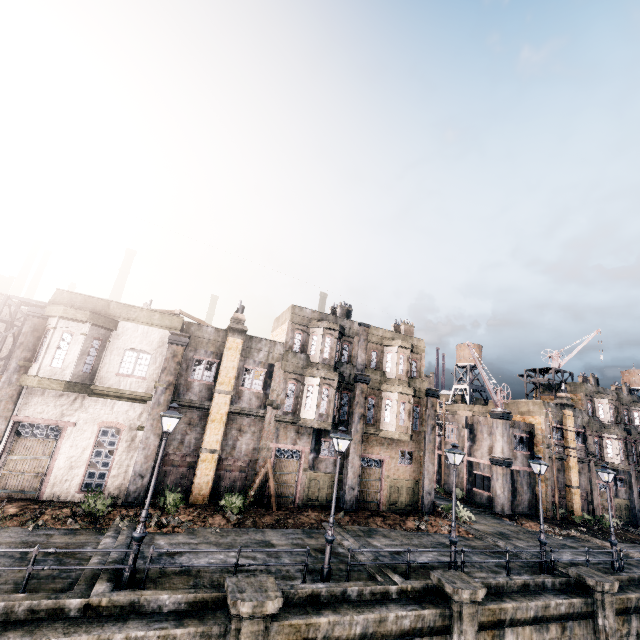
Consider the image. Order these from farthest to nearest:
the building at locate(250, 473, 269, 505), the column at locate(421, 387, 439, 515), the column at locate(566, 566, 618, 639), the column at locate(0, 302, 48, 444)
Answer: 1. the column at locate(421, 387, 439, 515)
2. the building at locate(250, 473, 269, 505)
3. the column at locate(0, 302, 48, 444)
4. the column at locate(566, 566, 618, 639)

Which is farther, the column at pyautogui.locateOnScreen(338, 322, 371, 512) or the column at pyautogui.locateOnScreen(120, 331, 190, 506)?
the column at pyautogui.locateOnScreen(338, 322, 371, 512)

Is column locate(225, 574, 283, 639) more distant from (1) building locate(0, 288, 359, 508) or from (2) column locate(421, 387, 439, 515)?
(2) column locate(421, 387, 439, 515)

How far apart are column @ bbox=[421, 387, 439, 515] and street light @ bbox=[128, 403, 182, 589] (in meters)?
20.48

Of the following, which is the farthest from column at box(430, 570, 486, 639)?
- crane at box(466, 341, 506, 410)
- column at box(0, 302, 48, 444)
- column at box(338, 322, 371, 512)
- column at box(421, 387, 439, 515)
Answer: column at box(0, 302, 48, 444)

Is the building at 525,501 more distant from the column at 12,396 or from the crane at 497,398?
the column at 12,396

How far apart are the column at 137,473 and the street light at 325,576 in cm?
1040

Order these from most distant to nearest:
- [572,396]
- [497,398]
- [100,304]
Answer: [572,396] → [497,398] → [100,304]
